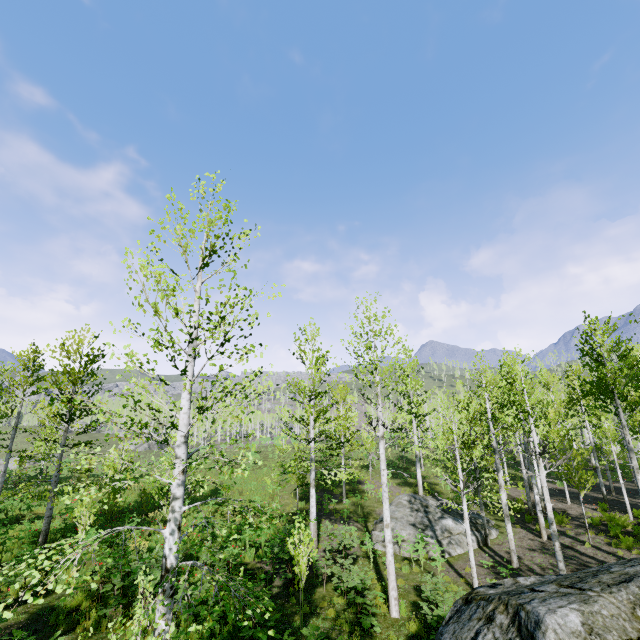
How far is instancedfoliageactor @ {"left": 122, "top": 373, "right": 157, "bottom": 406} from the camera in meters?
4.7

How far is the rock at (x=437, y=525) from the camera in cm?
1593

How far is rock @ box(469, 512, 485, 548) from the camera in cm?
1656

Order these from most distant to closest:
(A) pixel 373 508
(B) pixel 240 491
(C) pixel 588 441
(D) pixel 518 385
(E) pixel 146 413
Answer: (C) pixel 588 441 → (B) pixel 240 491 → (A) pixel 373 508 → (D) pixel 518 385 → (E) pixel 146 413

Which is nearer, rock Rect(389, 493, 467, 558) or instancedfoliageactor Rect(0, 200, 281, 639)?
instancedfoliageactor Rect(0, 200, 281, 639)

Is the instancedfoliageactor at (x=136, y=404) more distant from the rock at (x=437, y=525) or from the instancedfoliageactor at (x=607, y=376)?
the instancedfoliageactor at (x=607, y=376)

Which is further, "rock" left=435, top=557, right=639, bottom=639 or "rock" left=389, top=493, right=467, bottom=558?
"rock" left=389, top=493, right=467, bottom=558

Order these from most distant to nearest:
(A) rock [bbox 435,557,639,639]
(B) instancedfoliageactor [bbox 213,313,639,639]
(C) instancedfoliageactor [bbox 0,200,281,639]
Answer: (B) instancedfoliageactor [bbox 213,313,639,639], (C) instancedfoliageactor [bbox 0,200,281,639], (A) rock [bbox 435,557,639,639]
